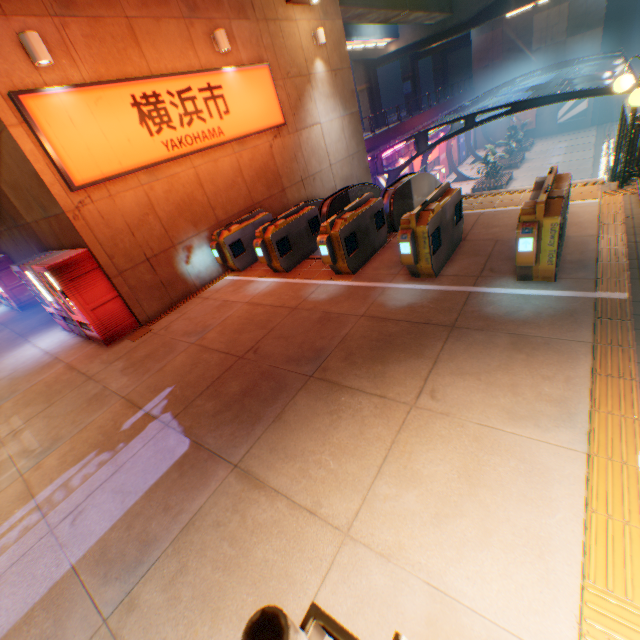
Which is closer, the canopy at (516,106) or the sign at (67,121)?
the sign at (67,121)

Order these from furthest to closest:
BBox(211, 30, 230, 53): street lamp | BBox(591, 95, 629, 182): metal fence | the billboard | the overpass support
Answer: the billboard, the overpass support, BBox(211, 30, 230, 53): street lamp, BBox(591, 95, 629, 182): metal fence

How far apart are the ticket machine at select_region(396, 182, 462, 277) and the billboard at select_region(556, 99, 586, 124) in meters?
44.2

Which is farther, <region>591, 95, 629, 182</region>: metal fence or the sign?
<region>591, 95, 629, 182</region>: metal fence

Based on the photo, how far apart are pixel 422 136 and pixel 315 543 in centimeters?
2246cm

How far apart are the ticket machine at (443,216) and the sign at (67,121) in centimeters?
574cm

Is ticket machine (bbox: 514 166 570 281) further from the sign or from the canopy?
the canopy

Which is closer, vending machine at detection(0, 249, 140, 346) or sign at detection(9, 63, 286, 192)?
A: sign at detection(9, 63, 286, 192)
